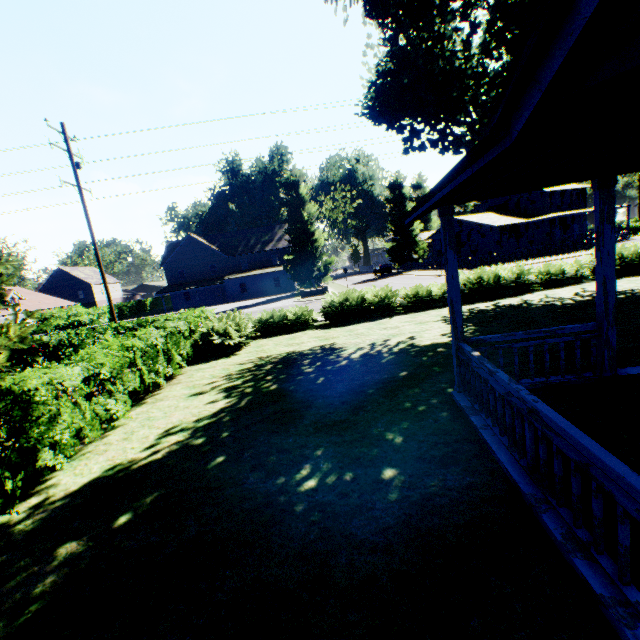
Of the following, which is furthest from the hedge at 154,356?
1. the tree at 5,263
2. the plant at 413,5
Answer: the plant at 413,5

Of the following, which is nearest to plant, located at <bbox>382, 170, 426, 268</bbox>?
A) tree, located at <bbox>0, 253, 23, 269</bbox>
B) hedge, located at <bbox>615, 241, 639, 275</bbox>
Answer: tree, located at <bbox>0, 253, 23, 269</bbox>

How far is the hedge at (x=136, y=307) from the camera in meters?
48.7

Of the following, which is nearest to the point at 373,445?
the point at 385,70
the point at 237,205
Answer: the point at 385,70

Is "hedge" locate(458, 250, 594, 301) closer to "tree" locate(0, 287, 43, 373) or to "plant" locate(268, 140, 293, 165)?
"tree" locate(0, 287, 43, 373)

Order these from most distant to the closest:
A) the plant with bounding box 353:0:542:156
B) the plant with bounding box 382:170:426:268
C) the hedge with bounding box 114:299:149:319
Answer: the plant with bounding box 382:170:426:268 → the hedge with bounding box 114:299:149:319 → the plant with bounding box 353:0:542:156

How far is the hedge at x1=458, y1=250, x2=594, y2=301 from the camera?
16.16m

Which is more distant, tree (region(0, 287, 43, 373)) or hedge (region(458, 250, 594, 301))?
hedge (region(458, 250, 594, 301))
